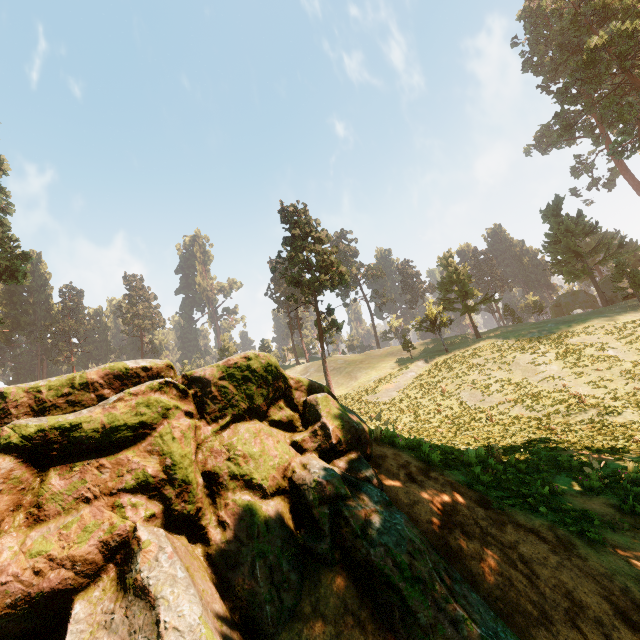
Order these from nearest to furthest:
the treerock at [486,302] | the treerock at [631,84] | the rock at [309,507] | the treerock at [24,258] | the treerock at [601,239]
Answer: the rock at [309,507] < the treerock at [24,258] < the treerock at [601,239] < the treerock at [631,84] < the treerock at [486,302]

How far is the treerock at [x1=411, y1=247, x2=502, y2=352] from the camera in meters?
43.0

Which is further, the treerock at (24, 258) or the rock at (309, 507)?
the treerock at (24, 258)

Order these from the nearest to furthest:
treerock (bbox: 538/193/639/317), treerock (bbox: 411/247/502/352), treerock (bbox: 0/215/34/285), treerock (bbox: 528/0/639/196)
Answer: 1. treerock (bbox: 0/215/34/285)
2. treerock (bbox: 538/193/639/317)
3. treerock (bbox: 528/0/639/196)
4. treerock (bbox: 411/247/502/352)

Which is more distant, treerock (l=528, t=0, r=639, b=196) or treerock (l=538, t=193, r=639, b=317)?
treerock (l=528, t=0, r=639, b=196)

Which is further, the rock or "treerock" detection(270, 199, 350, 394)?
"treerock" detection(270, 199, 350, 394)

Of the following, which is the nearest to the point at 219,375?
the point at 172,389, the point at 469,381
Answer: the point at 172,389
